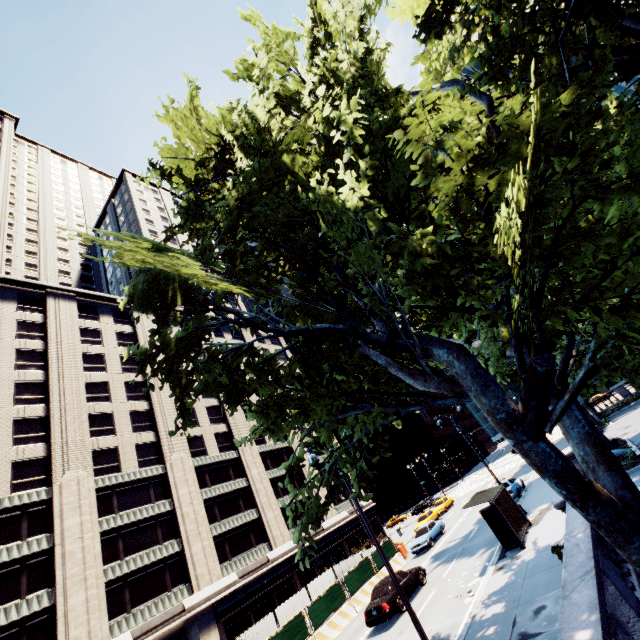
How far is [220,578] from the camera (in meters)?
31.66

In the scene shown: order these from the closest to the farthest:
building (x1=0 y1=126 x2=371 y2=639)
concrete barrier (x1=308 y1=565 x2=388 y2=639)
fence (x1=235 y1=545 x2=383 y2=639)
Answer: fence (x1=235 y1=545 x2=383 y2=639), concrete barrier (x1=308 y1=565 x2=388 y2=639), building (x1=0 y1=126 x2=371 y2=639)

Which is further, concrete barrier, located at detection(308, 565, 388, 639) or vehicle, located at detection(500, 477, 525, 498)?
vehicle, located at detection(500, 477, 525, 498)

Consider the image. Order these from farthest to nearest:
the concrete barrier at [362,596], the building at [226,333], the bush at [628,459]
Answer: the building at [226,333]
the concrete barrier at [362,596]
the bush at [628,459]

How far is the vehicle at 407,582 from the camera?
17.81m

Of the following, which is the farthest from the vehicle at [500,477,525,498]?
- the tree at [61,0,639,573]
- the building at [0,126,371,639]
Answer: the building at [0,126,371,639]

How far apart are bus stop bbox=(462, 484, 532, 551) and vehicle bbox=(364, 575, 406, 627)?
5.43m

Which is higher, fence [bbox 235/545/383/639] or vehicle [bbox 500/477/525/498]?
fence [bbox 235/545/383/639]
